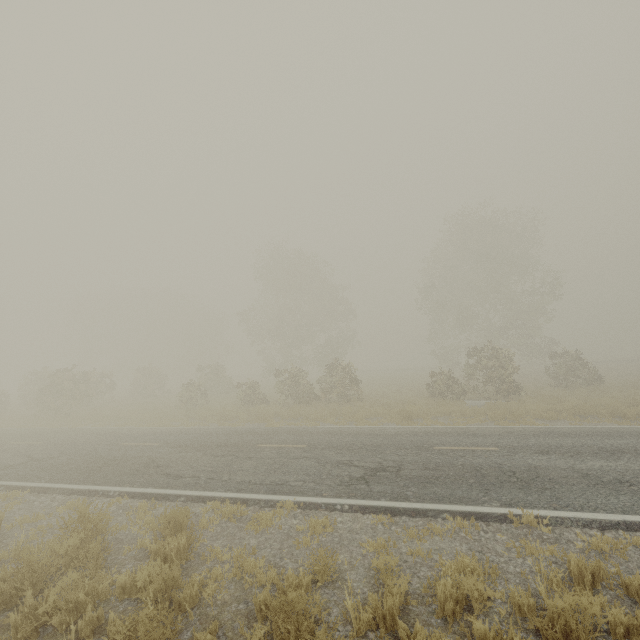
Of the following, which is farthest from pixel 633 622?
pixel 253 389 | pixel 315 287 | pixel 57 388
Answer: pixel 315 287
